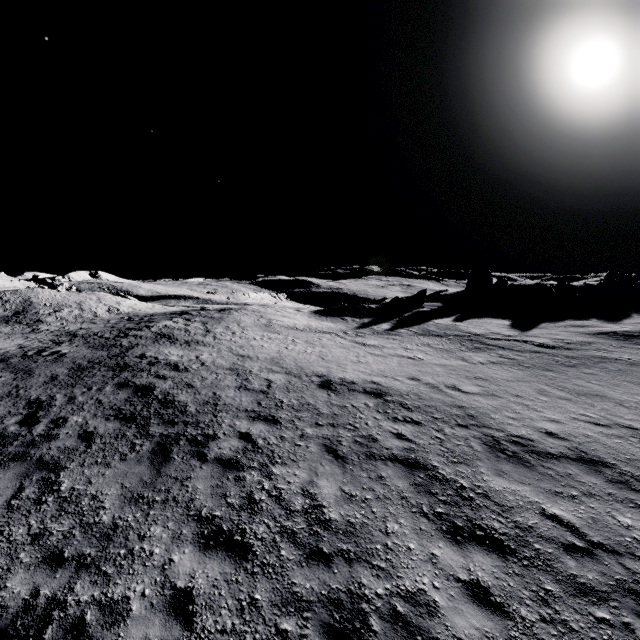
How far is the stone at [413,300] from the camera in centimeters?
3559cm

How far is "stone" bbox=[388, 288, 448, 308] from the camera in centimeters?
3559cm

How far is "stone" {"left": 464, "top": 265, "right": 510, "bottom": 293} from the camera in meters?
41.9

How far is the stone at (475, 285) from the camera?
41.88m

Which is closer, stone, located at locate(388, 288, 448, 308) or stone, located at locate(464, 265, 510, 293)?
stone, located at locate(388, 288, 448, 308)

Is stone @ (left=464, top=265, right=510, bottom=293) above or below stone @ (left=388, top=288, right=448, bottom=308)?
above

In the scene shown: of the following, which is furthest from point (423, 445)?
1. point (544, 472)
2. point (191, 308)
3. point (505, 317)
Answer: point (191, 308)
